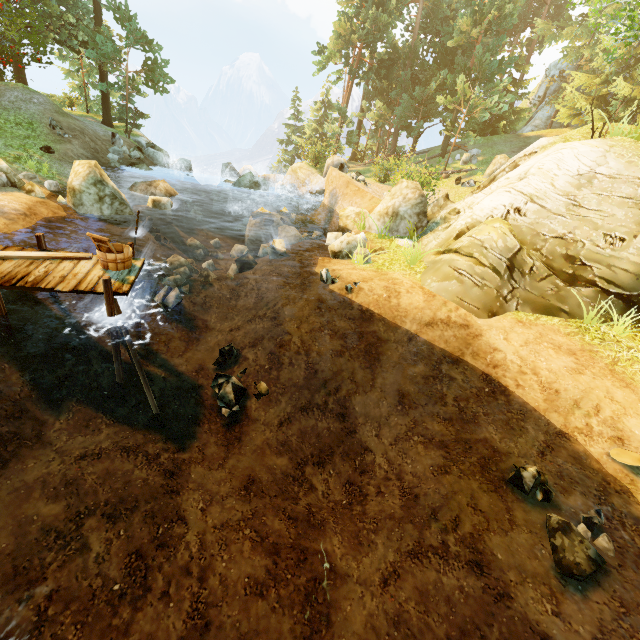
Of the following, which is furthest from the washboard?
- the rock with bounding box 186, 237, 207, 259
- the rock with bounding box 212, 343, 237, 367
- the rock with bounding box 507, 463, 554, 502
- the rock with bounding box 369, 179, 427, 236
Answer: the rock with bounding box 369, 179, 427, 236

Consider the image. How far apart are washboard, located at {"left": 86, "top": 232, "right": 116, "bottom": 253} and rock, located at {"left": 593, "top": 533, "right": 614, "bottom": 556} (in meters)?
9.32

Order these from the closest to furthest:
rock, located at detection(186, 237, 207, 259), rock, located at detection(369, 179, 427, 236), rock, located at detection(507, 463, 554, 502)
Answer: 1. rock, located at detection(507, 463, 554, 502)
2. rock, located at detection(369, 179, 427, 236)
3. rock, located at detection(186, 237, 207, 259)

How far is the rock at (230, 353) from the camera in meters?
8.9

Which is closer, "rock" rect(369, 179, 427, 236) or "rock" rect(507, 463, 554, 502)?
"rock" rect(507, 463, 554, 502)

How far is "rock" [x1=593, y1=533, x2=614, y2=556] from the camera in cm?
466

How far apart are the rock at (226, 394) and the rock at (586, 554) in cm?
620

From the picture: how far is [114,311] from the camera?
6.5m
